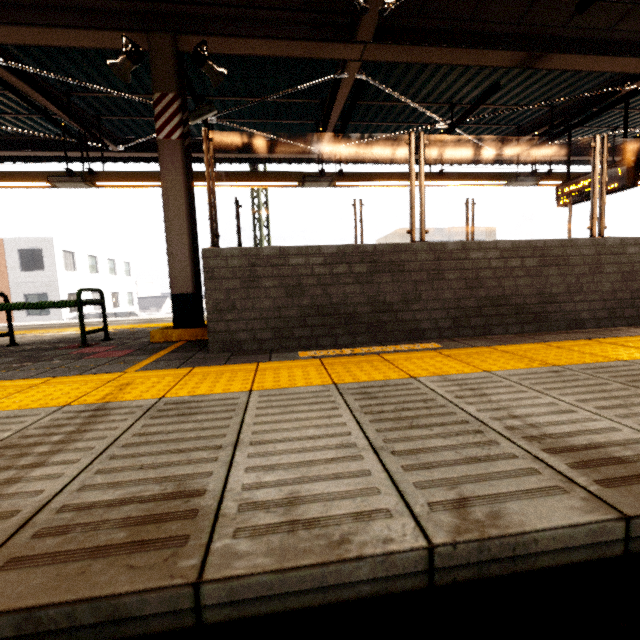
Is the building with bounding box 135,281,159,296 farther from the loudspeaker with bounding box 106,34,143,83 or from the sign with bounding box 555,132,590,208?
the sign with bounding box 555,132,590,208

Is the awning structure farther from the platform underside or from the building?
the building

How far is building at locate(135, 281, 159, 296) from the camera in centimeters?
4676cm

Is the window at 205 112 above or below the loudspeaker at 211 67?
above

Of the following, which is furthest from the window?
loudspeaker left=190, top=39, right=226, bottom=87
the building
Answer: the building

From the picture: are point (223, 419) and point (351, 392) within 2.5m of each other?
yes

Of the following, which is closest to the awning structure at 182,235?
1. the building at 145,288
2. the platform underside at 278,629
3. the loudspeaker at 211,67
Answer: the loudspeaker at 211,67

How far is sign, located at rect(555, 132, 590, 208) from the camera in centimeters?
648cm
